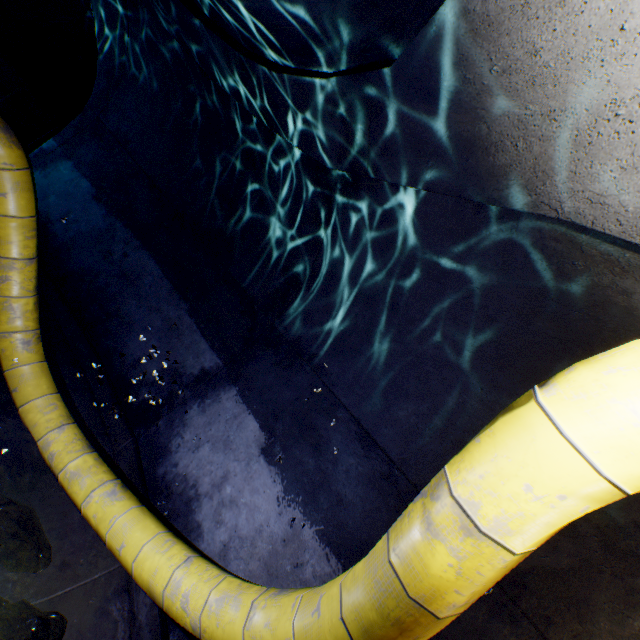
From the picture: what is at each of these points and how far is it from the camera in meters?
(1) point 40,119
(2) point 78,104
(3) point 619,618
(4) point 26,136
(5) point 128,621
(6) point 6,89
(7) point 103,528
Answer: (1) building tunnel, 9.9
(2) building tunnel, 10.3
(3) building tunnel, 2.1
(4) building tunnel, 10.1
(5) building tunnel, 2.9
(6) building tunnel, 8.8
(7) large conduit, 3.1

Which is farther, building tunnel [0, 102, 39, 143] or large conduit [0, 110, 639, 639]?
building tunnel [0, 102, 39, 143]

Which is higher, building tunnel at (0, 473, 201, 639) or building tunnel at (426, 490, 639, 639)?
building tunnel at (426, 490, 639, 639)

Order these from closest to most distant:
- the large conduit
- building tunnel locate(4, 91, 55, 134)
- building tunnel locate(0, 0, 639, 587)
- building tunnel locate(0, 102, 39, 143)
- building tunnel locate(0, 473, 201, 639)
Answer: the large conduit → building tunnel locate(0, 0, 639, 587) → building tunnel locate(0, 473, 201, 639) → building tunnel locate(0, 102, 39, 143) → building tunnel locate(4, 91, 55, 134)

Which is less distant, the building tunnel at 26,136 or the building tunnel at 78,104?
the building tunnel at 78,104

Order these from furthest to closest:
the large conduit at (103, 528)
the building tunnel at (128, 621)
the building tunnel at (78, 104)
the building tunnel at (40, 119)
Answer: the building tunnel at (40, 119) → the building tunnel at (128, 621) → the building tunnel at (78, 104) → the large conduit at (103, 528)

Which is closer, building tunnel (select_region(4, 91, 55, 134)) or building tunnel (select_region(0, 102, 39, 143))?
building tunnel (select_region(0, 102, 39, 143))
